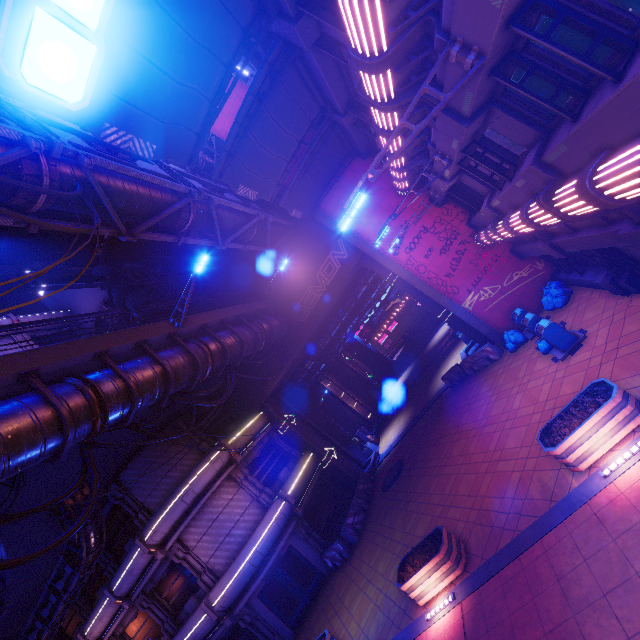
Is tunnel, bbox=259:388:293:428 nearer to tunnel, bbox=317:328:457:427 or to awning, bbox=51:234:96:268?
tunnel, bbox=317:328:457:427

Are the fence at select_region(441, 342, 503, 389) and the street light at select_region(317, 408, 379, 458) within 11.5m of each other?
yes

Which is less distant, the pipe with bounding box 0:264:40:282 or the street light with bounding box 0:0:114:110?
the street light with bounding box 0:0:114:110

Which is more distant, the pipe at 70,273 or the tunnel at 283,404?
the tunnel at 283,404

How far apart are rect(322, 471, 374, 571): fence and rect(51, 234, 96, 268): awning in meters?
18.8

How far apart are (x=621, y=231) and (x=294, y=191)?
11.4 meters

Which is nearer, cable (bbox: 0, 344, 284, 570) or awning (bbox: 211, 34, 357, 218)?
cable (bbox: 0, 344, 284, 570)

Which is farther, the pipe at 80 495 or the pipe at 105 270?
the pipe at 105 270
